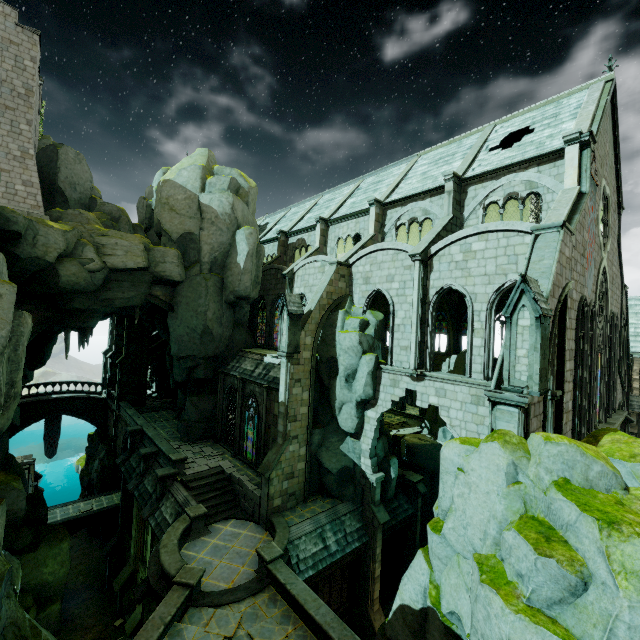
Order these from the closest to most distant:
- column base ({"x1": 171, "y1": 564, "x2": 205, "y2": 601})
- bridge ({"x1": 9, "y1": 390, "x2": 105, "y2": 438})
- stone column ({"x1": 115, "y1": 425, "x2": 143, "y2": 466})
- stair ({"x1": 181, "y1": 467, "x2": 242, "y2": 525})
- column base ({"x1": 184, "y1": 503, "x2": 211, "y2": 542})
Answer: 1. column base ({"x1": 171, "y1": 564, "x2": 205, "y2": 601})
2. column base ({"x1": 184, "y1": 503, "x2": 211, "y2": 542})
3. stair ({"x1": 181, "y1": 467, "x2": 242, "y2": 525})
4. stone column ({"x1": 115, "y1": 425, "x2": 143, "y2": 466})
5. bridge ({"x1": 9, "y1": 390, "x2": 105, "y2": 438})

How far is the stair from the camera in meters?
18.4 m

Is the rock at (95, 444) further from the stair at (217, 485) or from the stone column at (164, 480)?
the stair at (217, 485)

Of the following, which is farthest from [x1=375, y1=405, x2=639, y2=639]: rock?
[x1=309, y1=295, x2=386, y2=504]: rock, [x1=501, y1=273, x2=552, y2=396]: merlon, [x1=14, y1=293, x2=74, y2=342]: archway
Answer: [x1=309, y1=295, x2=386, y2=504]: rock

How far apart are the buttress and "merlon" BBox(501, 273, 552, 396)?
11.04m

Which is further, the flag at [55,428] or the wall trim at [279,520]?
the flag at [55,428]

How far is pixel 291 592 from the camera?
12.7m

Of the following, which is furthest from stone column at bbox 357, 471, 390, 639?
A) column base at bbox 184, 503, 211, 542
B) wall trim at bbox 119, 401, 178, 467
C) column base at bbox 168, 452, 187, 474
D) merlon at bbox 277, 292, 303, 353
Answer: wall trim at bbox 119, 401, 178, 467
